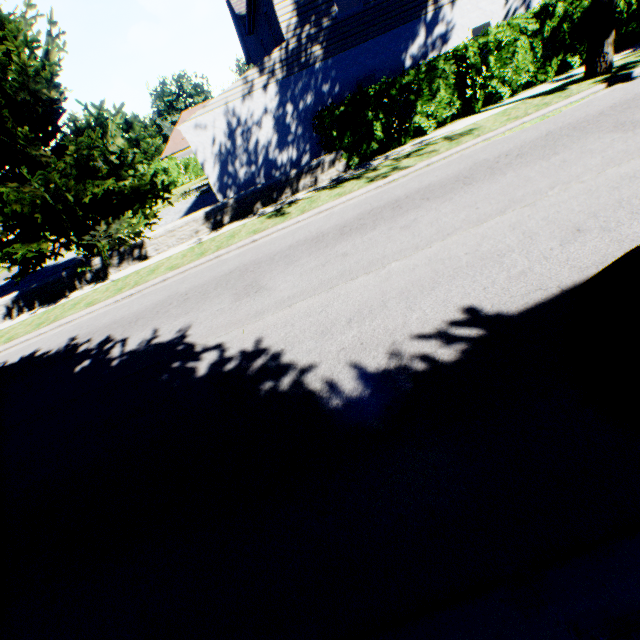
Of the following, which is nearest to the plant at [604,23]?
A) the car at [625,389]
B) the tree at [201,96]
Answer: the car at [625,389]

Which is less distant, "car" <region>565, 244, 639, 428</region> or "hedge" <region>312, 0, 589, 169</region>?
"car" <region>565, 244, 639, 428</region>

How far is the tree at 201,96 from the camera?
48.2m

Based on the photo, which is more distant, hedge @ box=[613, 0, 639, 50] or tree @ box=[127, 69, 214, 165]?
tree @ box=[127, 69, 214, 165]

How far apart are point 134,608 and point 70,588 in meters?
0.8

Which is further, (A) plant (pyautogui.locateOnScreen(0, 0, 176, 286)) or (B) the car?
(A) plant (pyautogui.locateOnScreen(0, 0, 176, 286))

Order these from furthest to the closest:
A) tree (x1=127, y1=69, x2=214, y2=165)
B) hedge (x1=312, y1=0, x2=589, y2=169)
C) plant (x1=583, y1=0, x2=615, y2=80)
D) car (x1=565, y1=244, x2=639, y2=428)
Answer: tree (x1=127, y1=69, x2=214, y2=165) < hedge (x1=312, y1=0, x2=589, y2=169) < plant (x1=583, y1=0, x2=615, y2=80) < car (x1=565, y1=244, x2=639, y2=428)

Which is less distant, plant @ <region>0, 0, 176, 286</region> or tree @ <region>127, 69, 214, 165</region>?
plant @ <region>0, 0, 176, 286</region>
